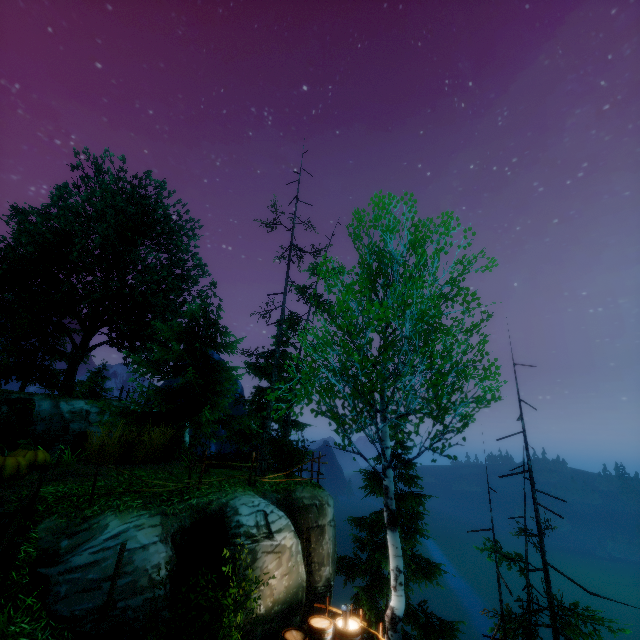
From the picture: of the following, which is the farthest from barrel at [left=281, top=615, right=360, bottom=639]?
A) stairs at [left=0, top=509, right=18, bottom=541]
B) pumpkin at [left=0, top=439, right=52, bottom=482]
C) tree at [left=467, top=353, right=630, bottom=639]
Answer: pumpkin at [left=0, top=439, right=52, bottom=482]

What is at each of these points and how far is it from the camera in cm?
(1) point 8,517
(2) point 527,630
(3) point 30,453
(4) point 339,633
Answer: (1) stairs, 675
(2) tree, 853
(3) pumpkin, 1050
(4) barrel, 780

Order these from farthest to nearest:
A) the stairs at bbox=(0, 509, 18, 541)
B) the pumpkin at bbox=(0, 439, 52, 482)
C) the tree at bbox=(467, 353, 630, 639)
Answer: the pumpkin at bbox=(0, 439, 52, 482) < the tree at bbox=(467, 353, 630, 639) < the stairs at bbox=(0, 509, 18, 541)

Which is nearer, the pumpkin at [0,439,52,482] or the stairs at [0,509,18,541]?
the stairs at [0,509,18,541]

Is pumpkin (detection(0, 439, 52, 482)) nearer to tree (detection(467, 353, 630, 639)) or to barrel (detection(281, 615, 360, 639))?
barrel (detection(281, 615, 360, 639))

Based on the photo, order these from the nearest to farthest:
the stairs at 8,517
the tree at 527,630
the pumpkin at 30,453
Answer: the stairs at 8,517
the tree at 527,630
the pumpkin at 30,453

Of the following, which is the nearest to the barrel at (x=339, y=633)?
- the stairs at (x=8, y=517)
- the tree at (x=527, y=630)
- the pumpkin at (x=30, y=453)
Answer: the tree at (x=527, y=630)
